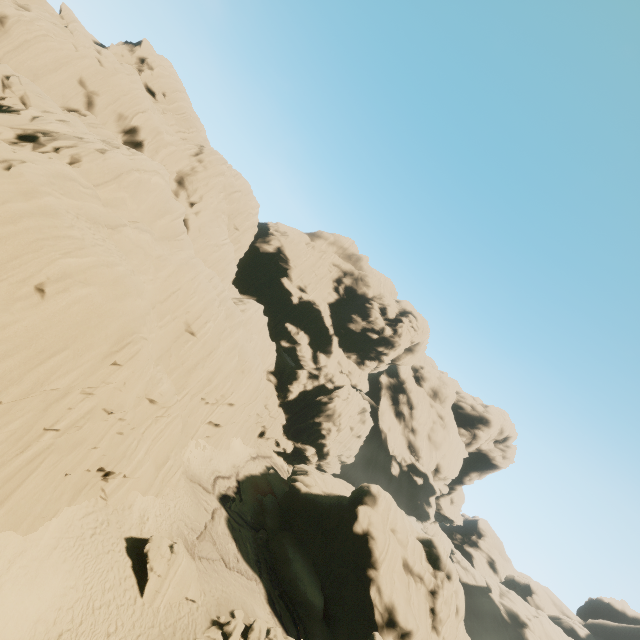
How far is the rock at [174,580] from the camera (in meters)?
17.19

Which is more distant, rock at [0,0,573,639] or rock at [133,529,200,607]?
rock at [133,529,200,607]

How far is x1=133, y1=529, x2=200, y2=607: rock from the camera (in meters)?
17.19

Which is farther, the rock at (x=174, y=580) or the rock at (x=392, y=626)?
the rock at (x=174, y=580)

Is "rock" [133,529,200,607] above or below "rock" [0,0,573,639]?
below

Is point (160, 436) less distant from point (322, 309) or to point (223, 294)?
point (223, 294)
